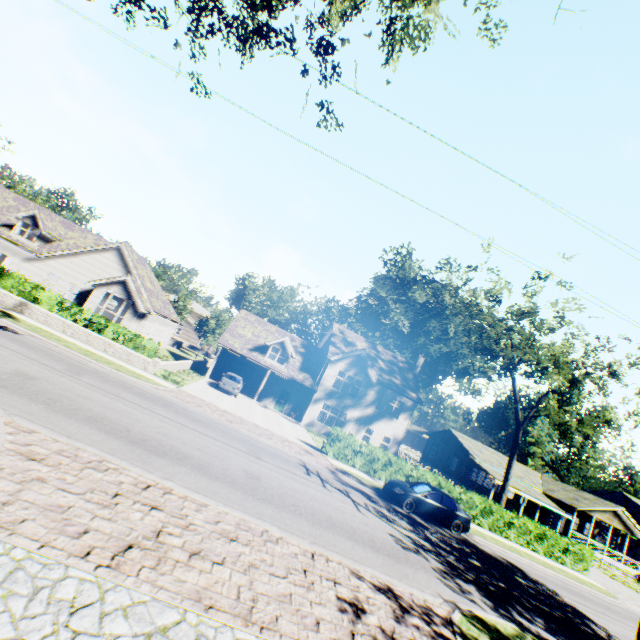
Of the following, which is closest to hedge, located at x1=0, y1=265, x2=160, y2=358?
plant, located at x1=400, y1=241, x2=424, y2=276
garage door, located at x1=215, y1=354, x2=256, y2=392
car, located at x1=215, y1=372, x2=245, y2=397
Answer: car, located at x1=215, y1=372, x2=245, y2=397

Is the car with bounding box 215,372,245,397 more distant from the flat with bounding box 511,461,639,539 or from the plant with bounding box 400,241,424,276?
the flat with bounding box 511,461,639,539

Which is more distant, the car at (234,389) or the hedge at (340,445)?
the car at (234,389)

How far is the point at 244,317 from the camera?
34.75m

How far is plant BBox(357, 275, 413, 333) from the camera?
56.62m

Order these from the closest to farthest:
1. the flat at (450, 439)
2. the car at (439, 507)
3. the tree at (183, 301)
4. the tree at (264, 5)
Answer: the tree at (264, 5)
the car at (439, 507)
the flat at (450, 439)
the tree at (183, 301)

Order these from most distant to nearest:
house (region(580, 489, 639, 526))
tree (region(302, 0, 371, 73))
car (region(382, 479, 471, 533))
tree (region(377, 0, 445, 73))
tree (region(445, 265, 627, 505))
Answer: house (region(580, 489, 639, 526)) < tree (region(445, 265, 627, 505)) < car (region(382, 479, 471, 533)) < tree (region(302, 0, 371, 73)) < tree (region(377, 0, 445, 73))

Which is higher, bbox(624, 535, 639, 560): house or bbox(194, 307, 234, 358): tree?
bbox(194, 307, 234, 358): tree
